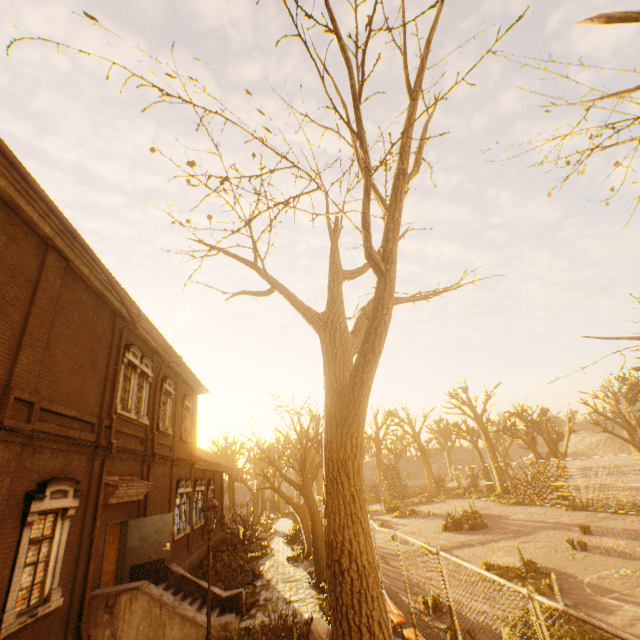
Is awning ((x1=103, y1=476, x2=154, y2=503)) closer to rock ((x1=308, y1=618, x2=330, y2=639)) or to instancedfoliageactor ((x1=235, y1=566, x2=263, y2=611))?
instancedfoliageactor ((x1=235, y1=566, x2=263, y2=611))

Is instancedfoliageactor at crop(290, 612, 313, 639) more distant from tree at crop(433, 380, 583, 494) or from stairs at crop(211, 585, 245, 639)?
tree at crop(433, 380, 583, 494)

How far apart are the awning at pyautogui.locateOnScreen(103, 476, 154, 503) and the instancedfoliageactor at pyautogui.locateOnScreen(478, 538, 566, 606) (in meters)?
13.09

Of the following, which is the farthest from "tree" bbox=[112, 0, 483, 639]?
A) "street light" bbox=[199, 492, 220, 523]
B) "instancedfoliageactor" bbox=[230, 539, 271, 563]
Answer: "street light" bbox=[199, 492, 220, 523]

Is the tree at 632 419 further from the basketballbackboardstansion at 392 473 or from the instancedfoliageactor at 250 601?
the basketballbackboardstansion at 392 473

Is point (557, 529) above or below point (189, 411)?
below

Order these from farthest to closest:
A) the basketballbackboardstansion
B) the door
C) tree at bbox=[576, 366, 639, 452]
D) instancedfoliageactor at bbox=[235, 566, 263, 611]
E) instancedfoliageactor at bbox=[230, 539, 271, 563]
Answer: the basketballbackboardstansion, tree at bbox=[576, 366, 639, 452], instancedfoliageactor at bbox=[230, 539, 271, 563], instancedfoliageactor at bbox=[235, 566, 263, 611], the door

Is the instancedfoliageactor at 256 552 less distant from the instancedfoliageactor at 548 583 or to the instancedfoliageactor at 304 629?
the instancedfoliageactor at 304 629
